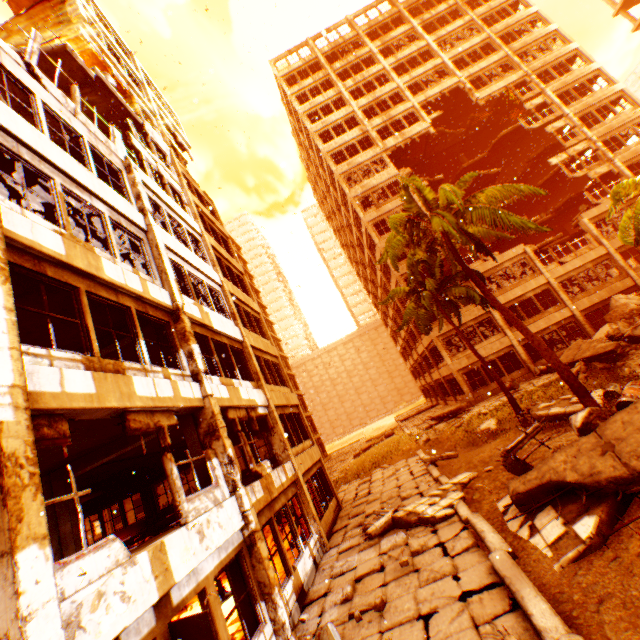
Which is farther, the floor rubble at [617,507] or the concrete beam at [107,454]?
the concrete beam at [107,454]

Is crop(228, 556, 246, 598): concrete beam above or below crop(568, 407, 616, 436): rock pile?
above

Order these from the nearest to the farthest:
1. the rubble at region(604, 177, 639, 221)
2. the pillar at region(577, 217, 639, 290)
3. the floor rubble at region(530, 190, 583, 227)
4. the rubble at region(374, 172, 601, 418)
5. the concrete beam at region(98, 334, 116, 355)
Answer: the concrete beam at region(98, 334, 116, 355)
the rubble at region(374, 172, 601, 418)
the rubble at region(604, 177, 639, 221)
the pillar at region(577, 217, 639, 290)
the floor rubble at region(530, 190, 583, 227)

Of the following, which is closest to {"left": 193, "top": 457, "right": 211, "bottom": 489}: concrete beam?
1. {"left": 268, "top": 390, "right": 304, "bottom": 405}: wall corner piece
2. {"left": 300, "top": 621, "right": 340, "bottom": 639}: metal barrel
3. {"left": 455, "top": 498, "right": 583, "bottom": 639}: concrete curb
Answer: {"left": 268, "top": 390, "right": 304, "bottom": 405}: wall corner piece

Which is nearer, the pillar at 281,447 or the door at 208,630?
the door at 208,630

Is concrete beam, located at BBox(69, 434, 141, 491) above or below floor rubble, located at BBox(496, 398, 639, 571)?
above

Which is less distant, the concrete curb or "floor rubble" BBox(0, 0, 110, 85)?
the concrete curb

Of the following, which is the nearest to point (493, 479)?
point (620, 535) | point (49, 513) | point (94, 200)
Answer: point (620, 535)
